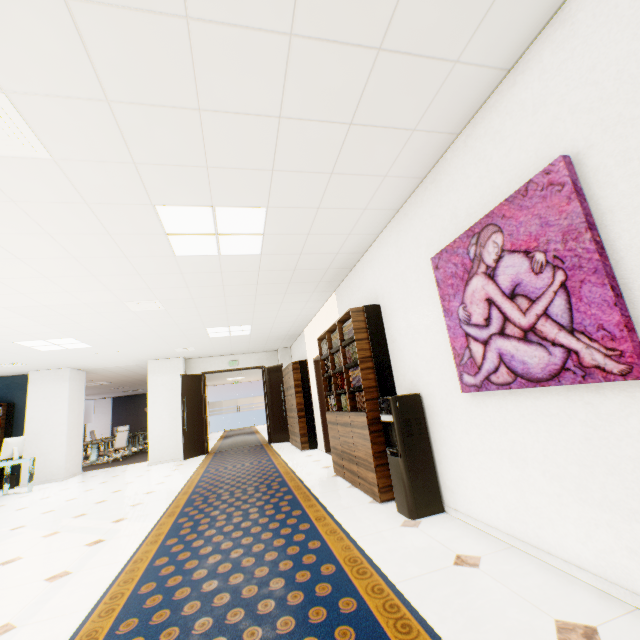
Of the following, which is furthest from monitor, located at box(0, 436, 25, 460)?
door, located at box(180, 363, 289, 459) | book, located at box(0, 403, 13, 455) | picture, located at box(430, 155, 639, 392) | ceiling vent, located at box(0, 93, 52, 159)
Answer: picture, located at box(430, 155, 639, 392)

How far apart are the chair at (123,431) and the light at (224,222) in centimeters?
1040cm

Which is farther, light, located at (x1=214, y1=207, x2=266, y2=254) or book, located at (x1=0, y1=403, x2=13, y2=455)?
book, located at (x1=0, y1=403, x2=13, y2=455)

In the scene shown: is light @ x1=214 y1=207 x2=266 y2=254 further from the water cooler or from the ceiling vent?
the water cooler

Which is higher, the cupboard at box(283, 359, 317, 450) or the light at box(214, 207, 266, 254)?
the light at box(214, 207, 266, 254)

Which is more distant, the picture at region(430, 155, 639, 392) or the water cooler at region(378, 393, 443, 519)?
the water cooler at region(378, 393, 443, 519)

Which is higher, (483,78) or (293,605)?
(483,78)

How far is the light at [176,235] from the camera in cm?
293
